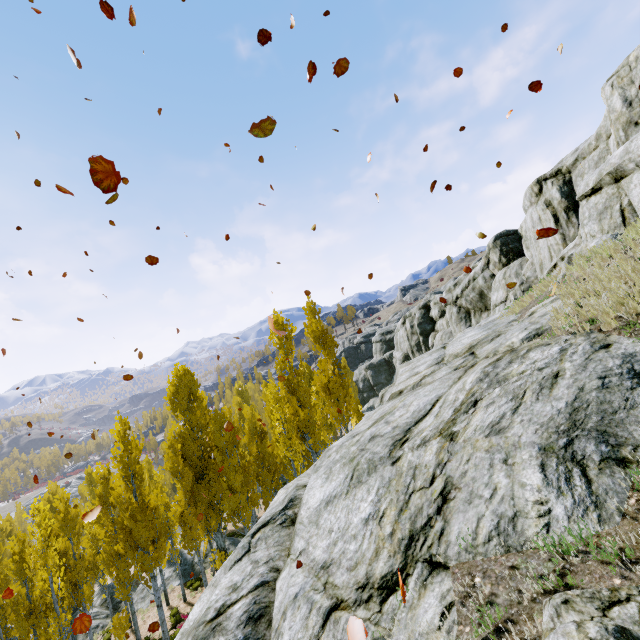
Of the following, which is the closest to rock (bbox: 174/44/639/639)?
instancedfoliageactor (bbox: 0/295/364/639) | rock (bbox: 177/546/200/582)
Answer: instancedfoliageactor (bbox: 0/295/364/639)

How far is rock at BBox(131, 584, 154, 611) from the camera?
23.5 meters

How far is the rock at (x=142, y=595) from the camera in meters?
23.5

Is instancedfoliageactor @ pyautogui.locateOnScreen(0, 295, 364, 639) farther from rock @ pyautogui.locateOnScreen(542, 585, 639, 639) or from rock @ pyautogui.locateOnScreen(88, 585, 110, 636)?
rock @ pyautogui.locateOnScreen(542, 585, 639, 639)

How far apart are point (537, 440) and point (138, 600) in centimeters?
3233cm

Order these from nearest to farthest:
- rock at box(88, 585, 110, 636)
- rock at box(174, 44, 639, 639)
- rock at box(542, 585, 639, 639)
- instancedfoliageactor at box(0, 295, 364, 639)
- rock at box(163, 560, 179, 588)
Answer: rock at box(542, 585, 639, 639)
rock at box(174, 44, 639, 639)
instancedfoliageactor at box(0, 295, 364, 639)
rock at box(88, 585, 110, 636)
rock at box(163, 560, 179, 588)
